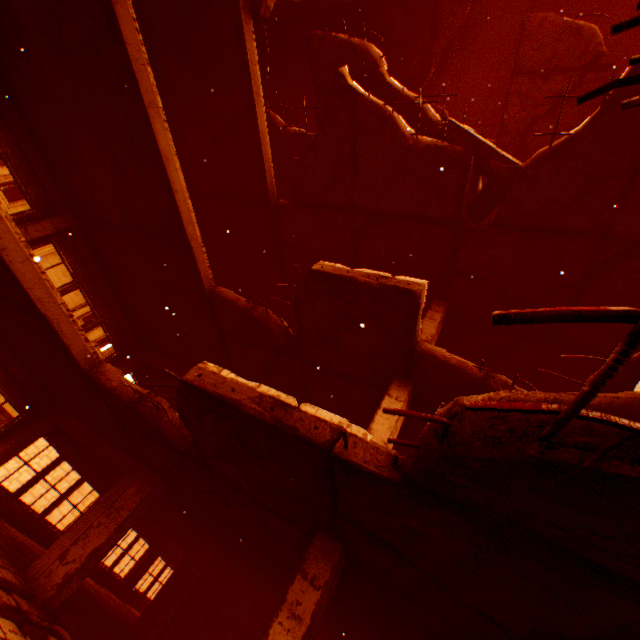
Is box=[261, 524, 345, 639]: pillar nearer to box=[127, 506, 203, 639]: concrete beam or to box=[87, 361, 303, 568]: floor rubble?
box=[87, 361, 303, 568]: floor rubble

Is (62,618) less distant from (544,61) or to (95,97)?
(95,97)

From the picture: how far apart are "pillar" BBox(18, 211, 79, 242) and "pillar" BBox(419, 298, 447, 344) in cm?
959

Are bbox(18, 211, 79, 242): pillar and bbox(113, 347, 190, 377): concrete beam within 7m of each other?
yes

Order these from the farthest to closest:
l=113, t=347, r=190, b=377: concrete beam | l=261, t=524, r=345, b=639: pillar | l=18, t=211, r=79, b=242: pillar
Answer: l=113, t=347, r=190, b=377: concrete beam < l=18, t=211, r=79, b=242: pillar < l=261, t=524, r=345, b=639: pillar

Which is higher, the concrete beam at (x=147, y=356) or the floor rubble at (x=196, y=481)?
the concrete beam at (x=147, y=356)

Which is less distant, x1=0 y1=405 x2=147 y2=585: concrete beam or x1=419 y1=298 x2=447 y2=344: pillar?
x1=0 y1=405 x2=147 y2=585: concrete beam

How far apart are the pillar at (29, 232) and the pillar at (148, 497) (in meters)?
6.28
